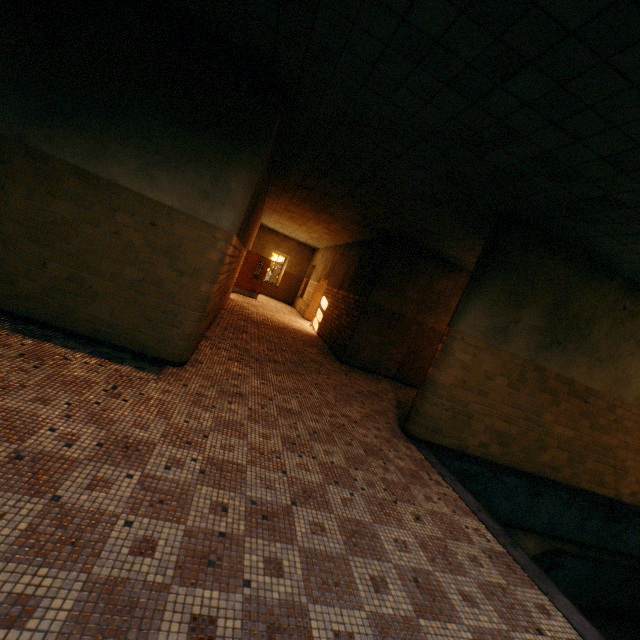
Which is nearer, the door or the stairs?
the stairs

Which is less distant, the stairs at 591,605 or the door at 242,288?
the stairs at 591,605

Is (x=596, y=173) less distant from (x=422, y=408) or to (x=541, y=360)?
(x=541, y=360)

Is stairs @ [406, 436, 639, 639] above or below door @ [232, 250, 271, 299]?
below

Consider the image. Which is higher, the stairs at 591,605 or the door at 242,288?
the door at 242,288

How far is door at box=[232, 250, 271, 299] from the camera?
15.01m
